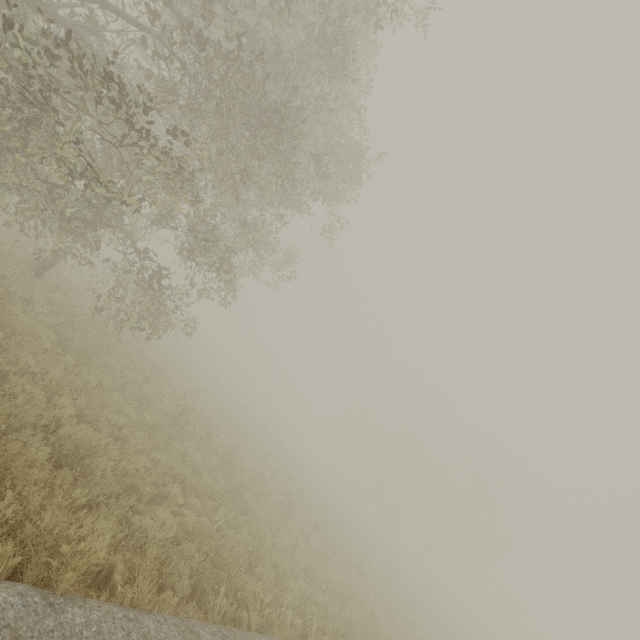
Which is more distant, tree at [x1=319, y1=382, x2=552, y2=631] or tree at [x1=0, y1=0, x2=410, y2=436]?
tree at [x1=319, y1=382, x2=552, y2=631]

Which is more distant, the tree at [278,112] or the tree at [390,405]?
the tree at [390,405]

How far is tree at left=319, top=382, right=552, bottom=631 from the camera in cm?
3616

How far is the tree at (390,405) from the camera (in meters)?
36.16

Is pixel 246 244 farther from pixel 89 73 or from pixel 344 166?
pixel 89 73
